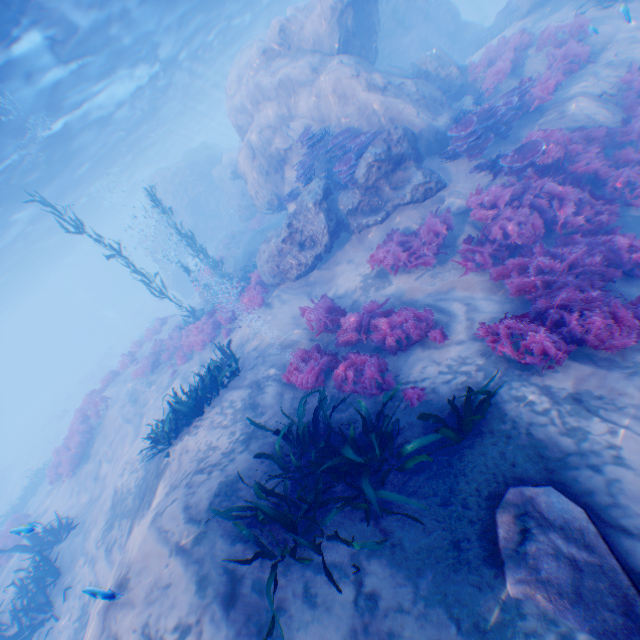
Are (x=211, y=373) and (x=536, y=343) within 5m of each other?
no

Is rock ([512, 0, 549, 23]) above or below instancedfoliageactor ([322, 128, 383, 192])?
below

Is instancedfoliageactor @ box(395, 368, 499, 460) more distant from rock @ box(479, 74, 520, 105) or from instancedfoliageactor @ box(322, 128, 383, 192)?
instancedfoliageactor @ box(322, 128, 383, 192)

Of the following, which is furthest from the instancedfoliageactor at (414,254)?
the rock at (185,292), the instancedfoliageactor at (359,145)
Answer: the rock at (185,292)

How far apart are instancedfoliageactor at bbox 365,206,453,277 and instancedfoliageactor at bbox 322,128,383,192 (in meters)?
2.43

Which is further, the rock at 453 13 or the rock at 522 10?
the rock at 522 10

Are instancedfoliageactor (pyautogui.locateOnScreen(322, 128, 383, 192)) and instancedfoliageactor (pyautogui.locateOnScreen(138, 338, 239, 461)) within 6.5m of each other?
no

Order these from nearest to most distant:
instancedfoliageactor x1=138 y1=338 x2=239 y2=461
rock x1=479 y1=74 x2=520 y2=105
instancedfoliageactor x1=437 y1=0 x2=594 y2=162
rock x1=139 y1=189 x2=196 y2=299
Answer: instancedfoliageactor x1=138 y1=338 x2=239 y2=461, instancedfoliageactor x1=437 y1=0 x2=594 y2=162, rock x1=479 y1=74 x2=520 y2=105, rock x1=139 y1=189 x2=196 y2=299
